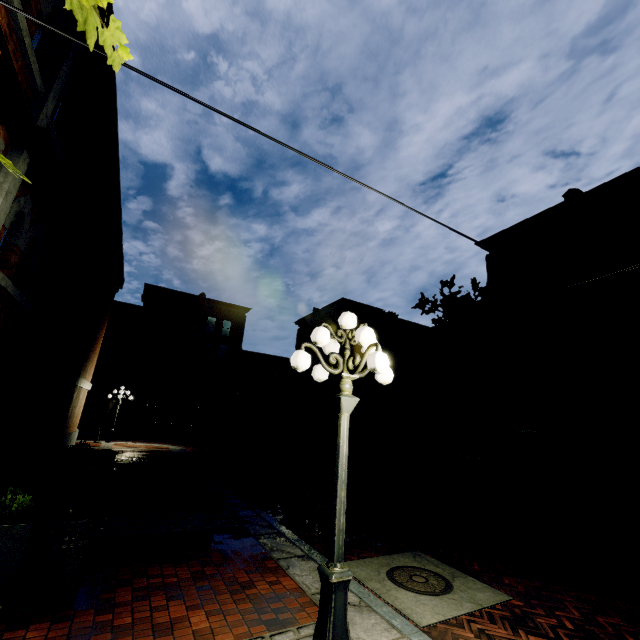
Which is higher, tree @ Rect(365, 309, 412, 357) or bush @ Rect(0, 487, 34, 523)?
tree @ Rect(365, 309, 412, 357)

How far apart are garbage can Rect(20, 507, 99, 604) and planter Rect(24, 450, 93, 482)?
6.9 meters

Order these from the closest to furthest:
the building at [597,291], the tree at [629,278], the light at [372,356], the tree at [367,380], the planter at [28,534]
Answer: the light at [372,356], the planter at [28,534], the tree at [629,278], the building at [597,291], the tree at [367,380]

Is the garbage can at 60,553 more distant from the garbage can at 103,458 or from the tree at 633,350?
the garbage can at 103,458

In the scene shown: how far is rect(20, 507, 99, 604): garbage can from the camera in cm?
381

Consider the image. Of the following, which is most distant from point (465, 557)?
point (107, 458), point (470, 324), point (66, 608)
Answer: point (470, 324)

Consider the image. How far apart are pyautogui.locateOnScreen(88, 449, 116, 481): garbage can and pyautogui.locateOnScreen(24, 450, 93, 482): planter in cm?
6

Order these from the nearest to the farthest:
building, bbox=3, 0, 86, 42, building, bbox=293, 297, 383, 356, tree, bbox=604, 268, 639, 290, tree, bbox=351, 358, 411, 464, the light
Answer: the light → building, bbox=3, 0, 86, 42 → tree, bbox=604, 268, 639, 290 → tree, bbox=351, 358, 411, 464 → building, bbox=293, 297, 383, 356
